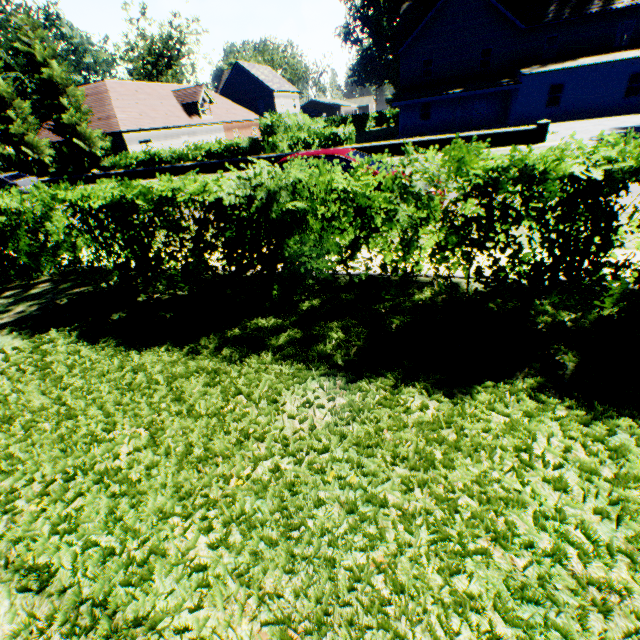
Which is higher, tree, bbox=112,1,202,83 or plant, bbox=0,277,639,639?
tree, bbox=112,1,202,83

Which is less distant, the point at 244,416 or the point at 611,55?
the point at 244,416

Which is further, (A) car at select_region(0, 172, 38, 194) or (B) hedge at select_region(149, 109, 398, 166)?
(A) car at select_region(0, 172, 38, 194)

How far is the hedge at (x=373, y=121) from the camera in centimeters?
1923cm

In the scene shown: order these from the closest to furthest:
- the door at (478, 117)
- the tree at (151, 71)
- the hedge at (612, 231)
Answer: the hedge at (612, 231) → the door at (478, 117) → the tree at (151, 71)

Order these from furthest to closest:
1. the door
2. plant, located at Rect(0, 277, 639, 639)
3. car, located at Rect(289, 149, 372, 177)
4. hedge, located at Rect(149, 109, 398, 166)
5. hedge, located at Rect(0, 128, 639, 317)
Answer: the door → hedge, located at Rect(149, 109, 398, 166) → car, located at Rect(289, 149, 372, 177) → hedge, located at Rect(0, 128, 639, 317) → plant, located at Rect(0, 277, 639, 639)

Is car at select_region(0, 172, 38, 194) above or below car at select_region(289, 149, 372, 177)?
below

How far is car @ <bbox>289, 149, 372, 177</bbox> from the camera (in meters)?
7.02
